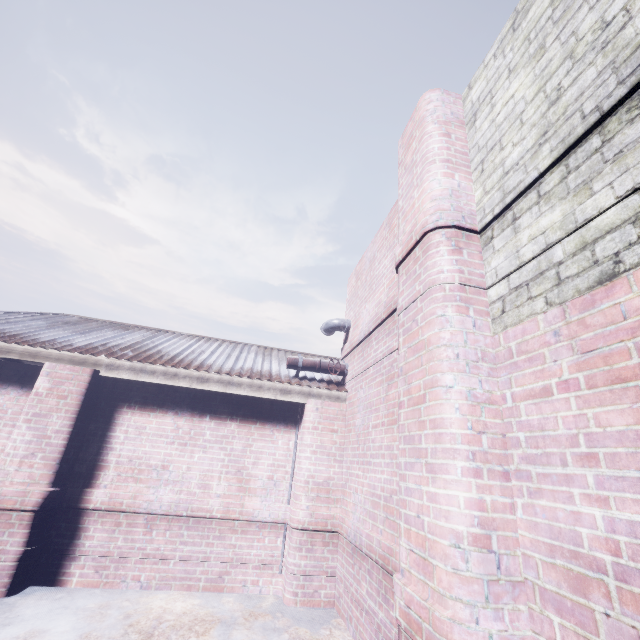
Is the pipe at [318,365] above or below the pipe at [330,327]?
below

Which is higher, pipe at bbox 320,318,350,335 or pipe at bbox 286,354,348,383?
pipe at bbox 320,318,350,335

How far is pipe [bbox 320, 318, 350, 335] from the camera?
4.8 meters

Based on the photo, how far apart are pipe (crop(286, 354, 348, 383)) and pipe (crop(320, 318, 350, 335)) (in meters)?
0.54

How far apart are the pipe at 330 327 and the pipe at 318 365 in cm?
54

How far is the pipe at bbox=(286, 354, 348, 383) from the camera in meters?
4.5

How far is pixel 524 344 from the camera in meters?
1.6 m
